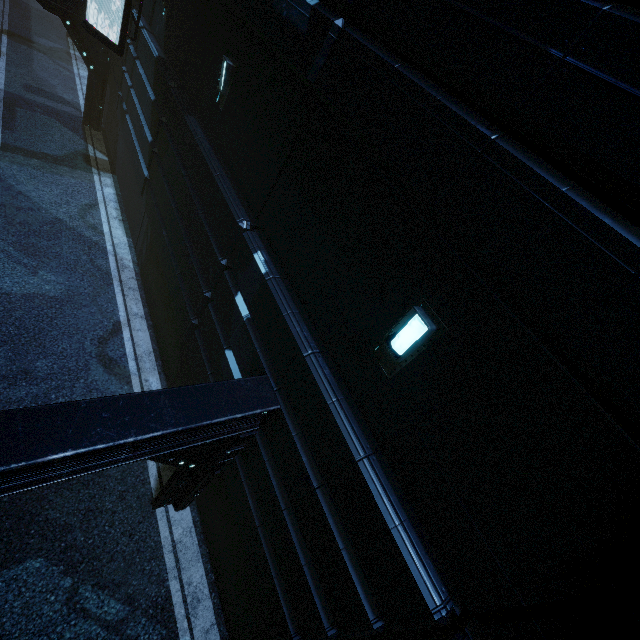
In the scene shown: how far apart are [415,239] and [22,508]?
8.6 meters

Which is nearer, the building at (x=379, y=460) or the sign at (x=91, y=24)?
the building at (x=379, y=460)

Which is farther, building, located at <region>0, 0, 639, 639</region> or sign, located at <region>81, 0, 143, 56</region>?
sign, located at <region>81, 0, 143, 56</region>
